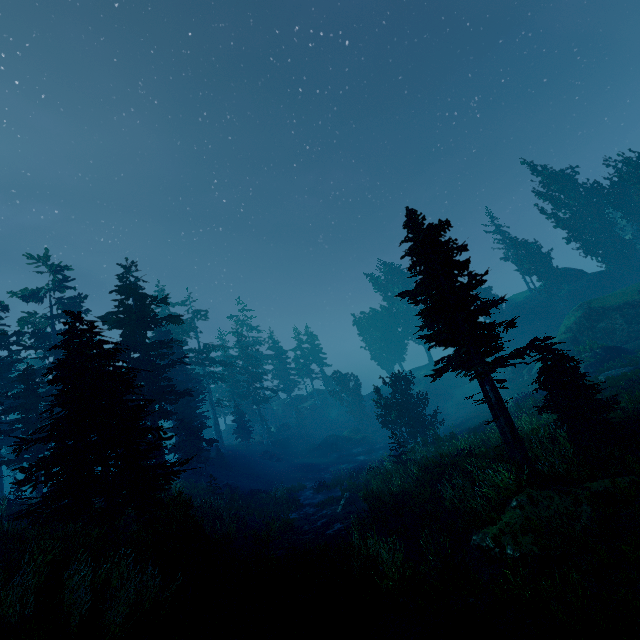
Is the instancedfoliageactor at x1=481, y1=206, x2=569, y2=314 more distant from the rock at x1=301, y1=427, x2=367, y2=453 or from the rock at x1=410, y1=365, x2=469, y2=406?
the rock at x1=301, y1=427, x2=367, y2=453

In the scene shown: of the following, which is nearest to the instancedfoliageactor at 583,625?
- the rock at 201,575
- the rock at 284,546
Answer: the rock at 201,575

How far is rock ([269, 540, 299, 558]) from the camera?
12.65m

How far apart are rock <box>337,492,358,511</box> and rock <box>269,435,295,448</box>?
30.0 meters

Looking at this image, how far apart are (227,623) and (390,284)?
54.1 meters

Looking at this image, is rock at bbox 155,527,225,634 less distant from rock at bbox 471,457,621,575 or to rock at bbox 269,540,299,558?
rock at bbox 269,540,299,558

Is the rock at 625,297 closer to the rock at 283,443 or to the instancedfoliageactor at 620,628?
the instancedfoliageactor at 620,628

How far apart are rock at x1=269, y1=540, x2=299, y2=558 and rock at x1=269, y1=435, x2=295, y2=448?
36.7m
